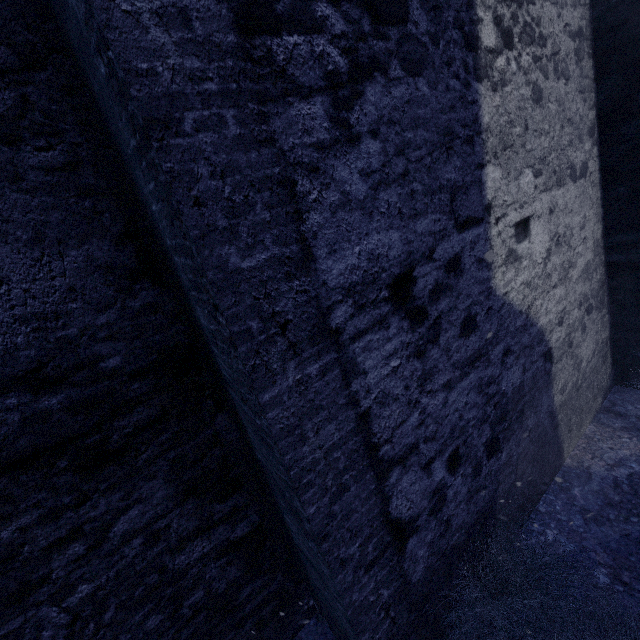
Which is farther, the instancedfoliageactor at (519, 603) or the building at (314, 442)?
the instancedfoliageactor at (519, 603)

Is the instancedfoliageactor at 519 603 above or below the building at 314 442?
below

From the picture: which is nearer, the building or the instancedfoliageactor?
the building

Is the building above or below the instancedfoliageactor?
above

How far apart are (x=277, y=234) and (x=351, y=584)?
1.8m
